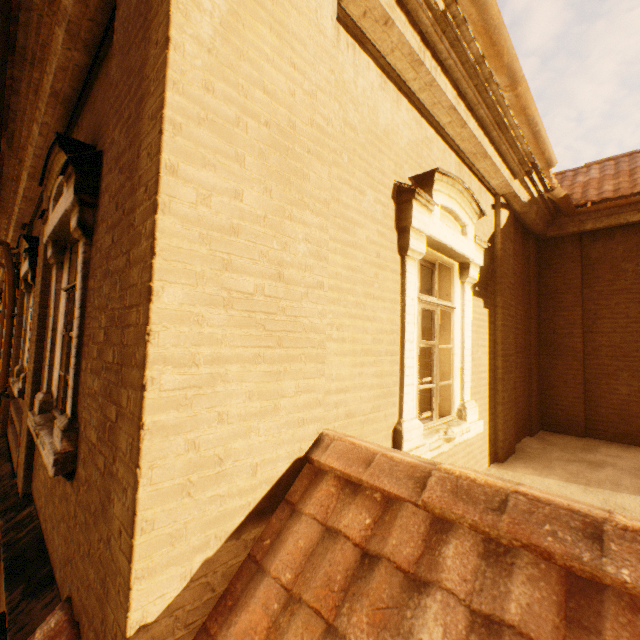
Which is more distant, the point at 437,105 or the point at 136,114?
the point at 437,105

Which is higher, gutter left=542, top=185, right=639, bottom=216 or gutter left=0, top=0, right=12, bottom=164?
gutter left=0, top=0, right=12, bottom=164

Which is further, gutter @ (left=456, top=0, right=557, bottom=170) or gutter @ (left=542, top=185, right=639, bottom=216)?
gutter @ (left=542, top=185, right=639, bottom=216)

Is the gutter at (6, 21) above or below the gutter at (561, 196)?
above

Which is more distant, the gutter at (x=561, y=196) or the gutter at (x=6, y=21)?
the gutter at (x=561, y=196)
